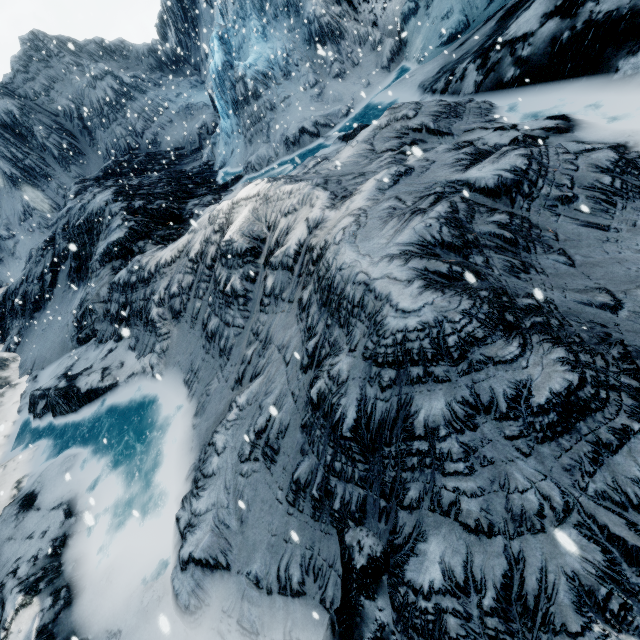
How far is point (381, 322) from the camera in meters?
2.6 m
